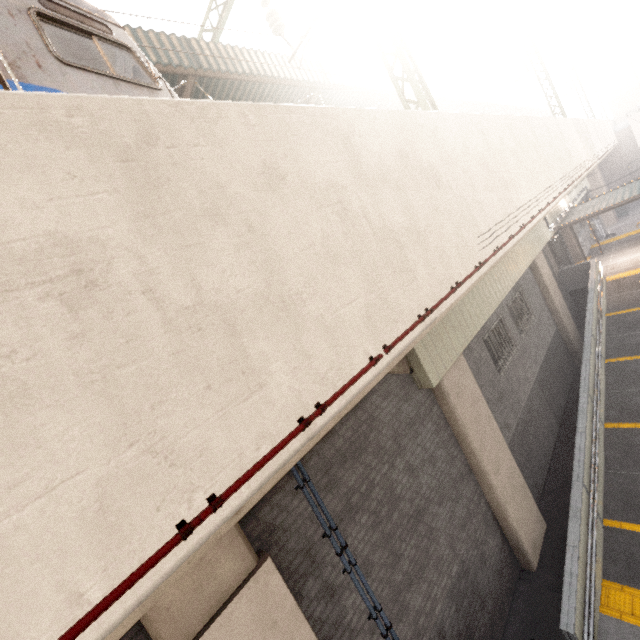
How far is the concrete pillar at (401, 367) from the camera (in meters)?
6.52

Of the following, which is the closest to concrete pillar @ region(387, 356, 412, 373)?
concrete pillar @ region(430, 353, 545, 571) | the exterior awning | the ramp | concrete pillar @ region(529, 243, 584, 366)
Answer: concrete pillar @ region(430, 353, 545, 571)

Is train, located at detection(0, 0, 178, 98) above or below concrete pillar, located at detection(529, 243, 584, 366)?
above

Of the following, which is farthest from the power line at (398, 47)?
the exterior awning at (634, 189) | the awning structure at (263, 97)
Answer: the exterior awning at (634, 189)

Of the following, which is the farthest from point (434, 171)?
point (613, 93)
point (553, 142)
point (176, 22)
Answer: point (613, 93)

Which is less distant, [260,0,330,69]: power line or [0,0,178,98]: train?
[0,0,178,98]: train

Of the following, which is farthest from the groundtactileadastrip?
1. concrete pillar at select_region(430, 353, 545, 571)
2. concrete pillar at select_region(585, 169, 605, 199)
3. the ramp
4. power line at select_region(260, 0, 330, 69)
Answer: concrete pillar at select_region(585, 169, 605, 199)

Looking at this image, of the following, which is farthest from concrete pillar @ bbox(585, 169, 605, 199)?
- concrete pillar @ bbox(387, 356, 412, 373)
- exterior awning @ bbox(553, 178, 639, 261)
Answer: concrete pillar @ bbox(387, 356, 412, 373)
